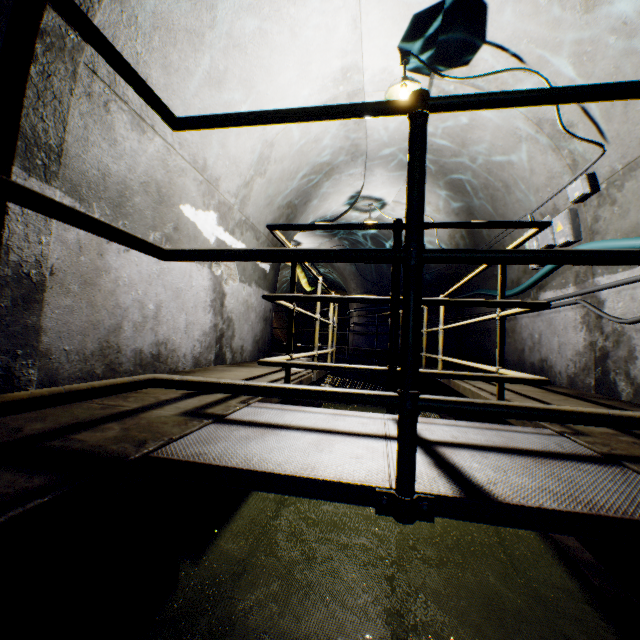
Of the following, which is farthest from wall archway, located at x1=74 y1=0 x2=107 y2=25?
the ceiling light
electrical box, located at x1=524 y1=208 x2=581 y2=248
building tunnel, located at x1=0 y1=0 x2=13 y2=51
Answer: electrical box, located at x1=524 y1=208 x2=581 y2=248

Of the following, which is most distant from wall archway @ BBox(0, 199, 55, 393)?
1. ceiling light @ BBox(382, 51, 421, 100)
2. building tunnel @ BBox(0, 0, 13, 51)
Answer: ceiling light @ BBox(382, 51, 421, 100)

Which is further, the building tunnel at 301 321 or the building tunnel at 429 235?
the building tunnel at 301 321

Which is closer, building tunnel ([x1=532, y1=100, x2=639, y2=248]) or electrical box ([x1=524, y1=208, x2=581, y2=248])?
building tunnel ([x1=532, y1=100, x2=639, y2=248])

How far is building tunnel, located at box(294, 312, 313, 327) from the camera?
21.47m

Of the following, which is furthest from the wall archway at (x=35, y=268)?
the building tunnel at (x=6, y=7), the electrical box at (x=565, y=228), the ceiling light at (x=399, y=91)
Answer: the electrical box at (x=565, y=228)

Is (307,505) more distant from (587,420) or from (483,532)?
(587,420)
